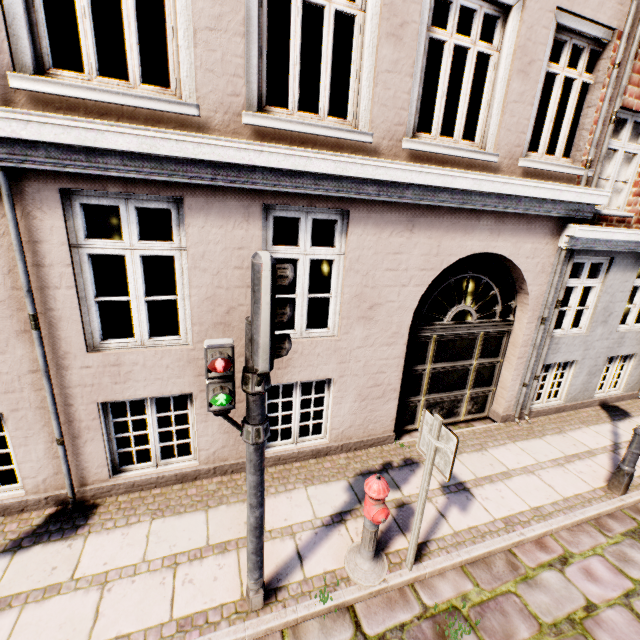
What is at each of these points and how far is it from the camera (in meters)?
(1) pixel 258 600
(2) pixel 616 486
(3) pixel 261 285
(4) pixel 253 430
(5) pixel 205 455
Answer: (1) traffic light pole, 3.11
(2) street light, 4.86
(3) traffic light, 1.87
(4) pedestrian light, 2.50
(5) building, 4.58

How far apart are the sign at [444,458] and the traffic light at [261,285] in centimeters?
170cm

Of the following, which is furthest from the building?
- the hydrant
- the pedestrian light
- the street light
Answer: the street light

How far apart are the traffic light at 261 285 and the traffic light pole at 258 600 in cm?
49

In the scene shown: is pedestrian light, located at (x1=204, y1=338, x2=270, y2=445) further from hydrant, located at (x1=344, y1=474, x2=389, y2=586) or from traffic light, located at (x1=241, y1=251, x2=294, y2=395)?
hydrant, located at (x1=344, y1=474, x2=389, y2=586)

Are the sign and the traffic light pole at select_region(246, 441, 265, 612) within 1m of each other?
no

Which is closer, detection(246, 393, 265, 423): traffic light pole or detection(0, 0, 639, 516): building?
detection(246, 393, 265, 423): traffic light pole

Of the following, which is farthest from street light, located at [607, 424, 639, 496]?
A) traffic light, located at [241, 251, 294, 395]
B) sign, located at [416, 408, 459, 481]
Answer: traffic light, located at [241, 251, 294, 395]
